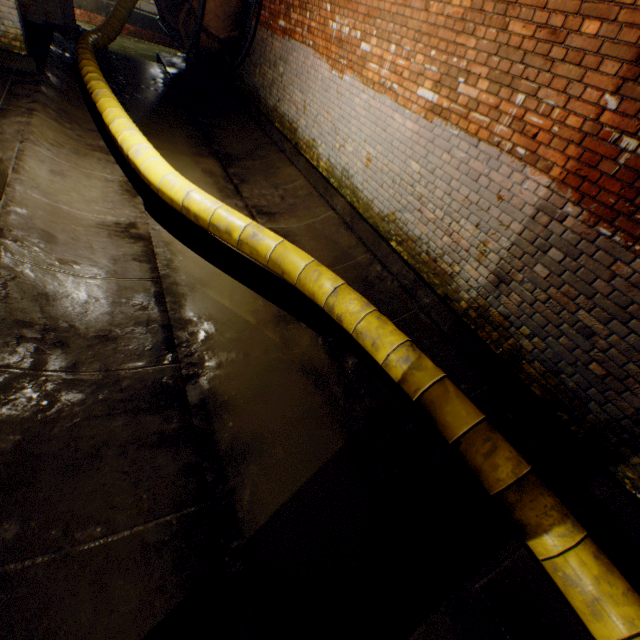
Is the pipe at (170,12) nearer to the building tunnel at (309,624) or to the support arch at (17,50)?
the building tunnel at (309,624)

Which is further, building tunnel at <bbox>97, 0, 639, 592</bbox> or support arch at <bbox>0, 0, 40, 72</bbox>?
support arch at <bbox>0, 0, 40, 72</bbox>

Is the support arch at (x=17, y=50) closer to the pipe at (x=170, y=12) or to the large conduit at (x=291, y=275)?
the large conduit at (x=291, y=275)

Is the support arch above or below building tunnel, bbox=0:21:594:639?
above

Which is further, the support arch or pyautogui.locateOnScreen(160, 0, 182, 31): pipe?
pyautogui.locateOnScreen(160, 0, 182, 31): pipe

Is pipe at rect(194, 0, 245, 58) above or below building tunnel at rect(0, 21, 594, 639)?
above

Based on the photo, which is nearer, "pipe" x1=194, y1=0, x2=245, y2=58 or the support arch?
the support arch

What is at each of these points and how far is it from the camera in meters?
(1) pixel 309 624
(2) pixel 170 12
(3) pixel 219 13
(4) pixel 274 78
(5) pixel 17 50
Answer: (1) building tunnel, 2.1
(2) pipe, 9.7
(3) pipe, 7.1
(4) building tunnel, 7.4
(5) support arch, 5.9
